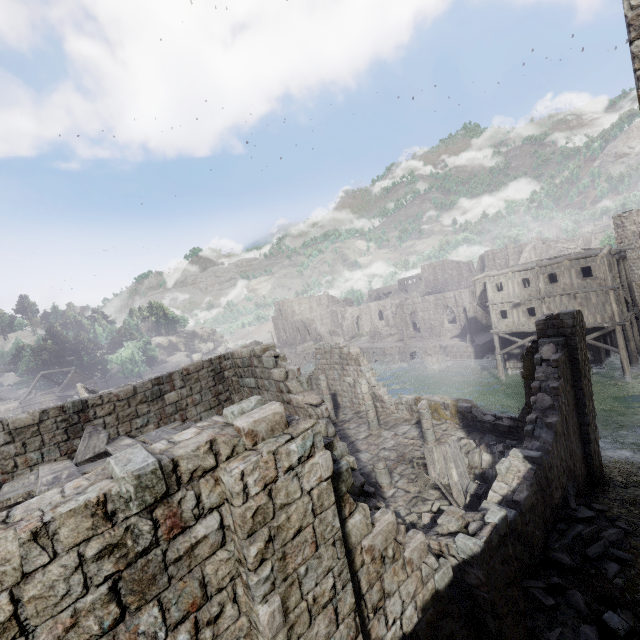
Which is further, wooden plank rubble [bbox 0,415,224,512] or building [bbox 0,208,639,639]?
wooden plank rubble [bbox 0,415,224,512]

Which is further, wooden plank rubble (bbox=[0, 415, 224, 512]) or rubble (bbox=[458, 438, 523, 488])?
rubble (bbox=[458, 438, 523, 488])

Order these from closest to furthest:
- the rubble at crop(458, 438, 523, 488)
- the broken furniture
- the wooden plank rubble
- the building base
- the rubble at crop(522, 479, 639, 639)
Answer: the wooden plank rubble
the rubble at crop(522, 479, 639, 639)
the broken furniture
the rubble at crop(458, 438, 523, 488)
the building base

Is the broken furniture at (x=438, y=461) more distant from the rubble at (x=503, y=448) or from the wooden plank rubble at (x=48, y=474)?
the wooden plank rubble at (x=48, y=474)

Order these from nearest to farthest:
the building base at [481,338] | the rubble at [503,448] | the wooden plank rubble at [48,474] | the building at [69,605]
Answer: the building at [69,605] < the wooden plank rubble at [48,474] < the rubble at [503,448] < the building base at [481,338]

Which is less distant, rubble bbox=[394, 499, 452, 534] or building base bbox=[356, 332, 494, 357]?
rubble bbox=[394, 499, 452, 534]

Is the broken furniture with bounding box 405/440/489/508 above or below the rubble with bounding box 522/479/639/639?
above

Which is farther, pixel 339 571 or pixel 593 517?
pixel 593 517
